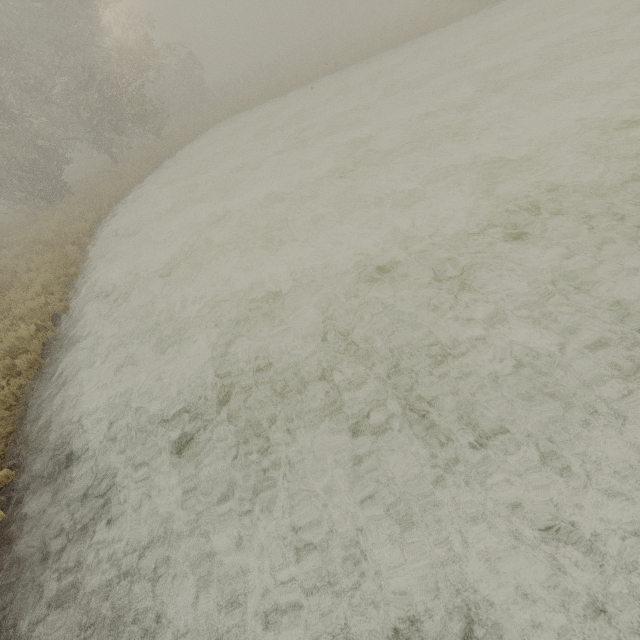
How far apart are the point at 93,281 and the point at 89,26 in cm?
1890
